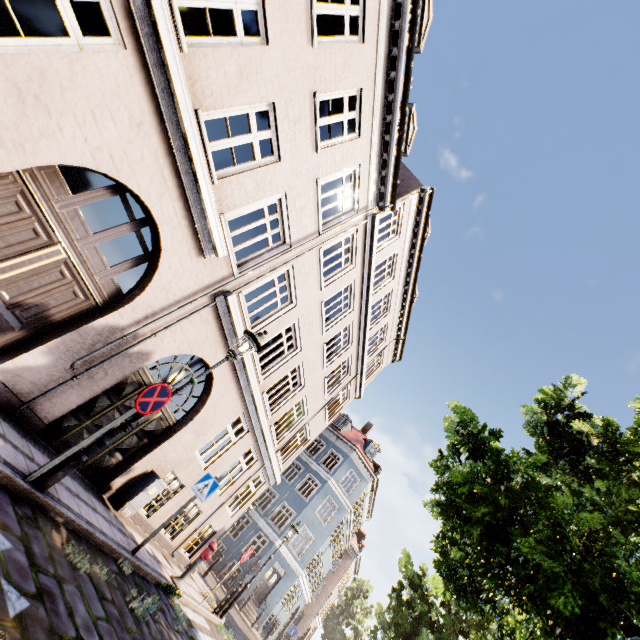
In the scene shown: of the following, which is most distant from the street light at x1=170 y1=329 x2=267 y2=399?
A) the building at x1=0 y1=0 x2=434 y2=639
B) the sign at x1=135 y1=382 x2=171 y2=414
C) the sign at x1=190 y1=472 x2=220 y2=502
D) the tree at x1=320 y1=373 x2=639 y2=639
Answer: the tree at x1=320 y1=373 x2=639 y2=639

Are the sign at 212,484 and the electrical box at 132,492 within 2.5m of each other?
yes

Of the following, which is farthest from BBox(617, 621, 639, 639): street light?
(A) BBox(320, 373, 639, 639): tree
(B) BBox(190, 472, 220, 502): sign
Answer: (B) BBox(190, 472, 220, 502): sign

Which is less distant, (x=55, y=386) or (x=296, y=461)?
(x=55, y=386)

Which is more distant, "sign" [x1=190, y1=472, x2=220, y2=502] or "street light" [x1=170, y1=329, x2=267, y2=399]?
"sign" [x1=190, y1=472, x2=220, y2=502]

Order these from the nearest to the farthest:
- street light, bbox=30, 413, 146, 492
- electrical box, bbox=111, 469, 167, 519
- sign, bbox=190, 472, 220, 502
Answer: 1. street light, bbox=30, 413, 146, 492
2. sign, bbox=190, 472, 220, 502
3. electrical box, bbox=111, 469, 167, 519

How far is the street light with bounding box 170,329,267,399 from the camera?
5.43m

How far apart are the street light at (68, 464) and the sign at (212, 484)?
3.14m
